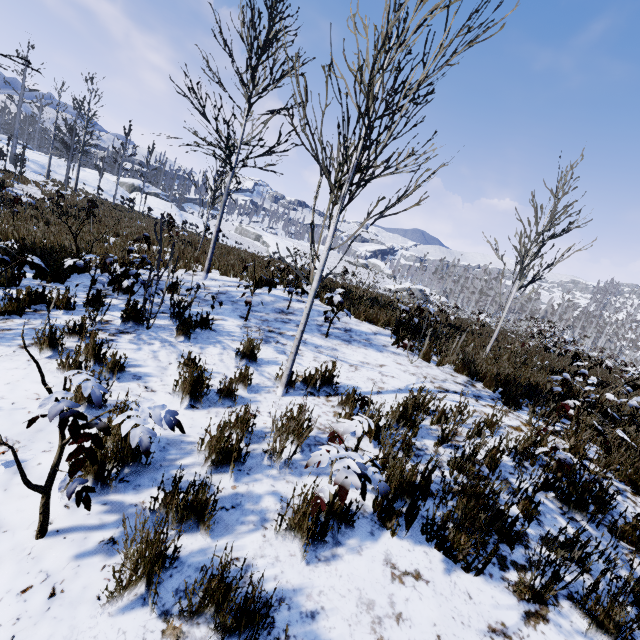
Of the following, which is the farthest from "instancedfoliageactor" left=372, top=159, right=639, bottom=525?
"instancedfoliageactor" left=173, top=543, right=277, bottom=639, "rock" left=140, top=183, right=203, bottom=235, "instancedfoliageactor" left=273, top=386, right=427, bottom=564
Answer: "rock" left=140, top=183, right=203, bottom=235

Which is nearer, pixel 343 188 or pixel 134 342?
pixel 343 188

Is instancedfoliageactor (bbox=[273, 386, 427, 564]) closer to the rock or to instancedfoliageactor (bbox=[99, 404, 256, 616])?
instancedfoliageactor (bbox=[99, 404, 256, 616])

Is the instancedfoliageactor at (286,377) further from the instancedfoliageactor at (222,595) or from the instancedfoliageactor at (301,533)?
the instancedfoliageactor at (301,533)

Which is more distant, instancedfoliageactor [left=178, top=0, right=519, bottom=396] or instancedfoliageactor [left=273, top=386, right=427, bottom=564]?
instancedfoliageactor [left=178, top=0, right=519, bottom=396]

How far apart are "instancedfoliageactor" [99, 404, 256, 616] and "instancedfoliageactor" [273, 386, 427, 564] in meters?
0.5 m

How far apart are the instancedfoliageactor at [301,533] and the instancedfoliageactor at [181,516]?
0.5 meters

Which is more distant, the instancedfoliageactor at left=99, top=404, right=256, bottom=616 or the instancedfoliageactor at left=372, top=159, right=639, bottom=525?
the instancedfoliageactor at left=372, top=159, right=639, bottom=525
